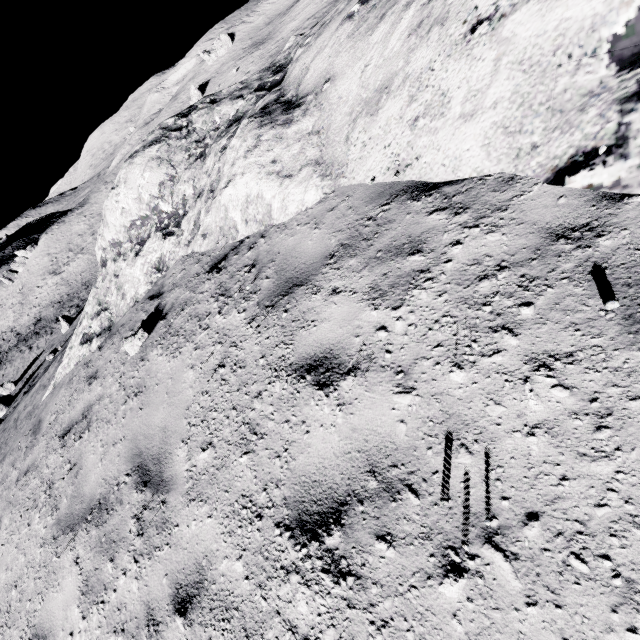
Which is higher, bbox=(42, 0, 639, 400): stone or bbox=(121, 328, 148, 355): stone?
bbox=(42, 0, 639, 400): stone

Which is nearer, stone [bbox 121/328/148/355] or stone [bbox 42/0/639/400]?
stone [bbox 42/0/639/400]

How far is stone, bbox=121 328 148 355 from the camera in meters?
5.3 m

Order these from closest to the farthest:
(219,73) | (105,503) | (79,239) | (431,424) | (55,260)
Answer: (431,424) < (105,503) < (219,73) < (79,239) < (55,260)

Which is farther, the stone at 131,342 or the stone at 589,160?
the stone at 131,342

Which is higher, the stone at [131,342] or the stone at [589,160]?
the stone at [589,160]
